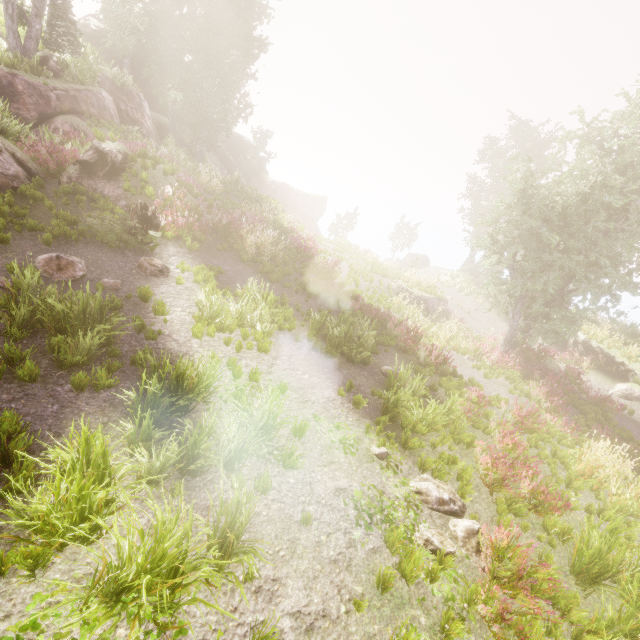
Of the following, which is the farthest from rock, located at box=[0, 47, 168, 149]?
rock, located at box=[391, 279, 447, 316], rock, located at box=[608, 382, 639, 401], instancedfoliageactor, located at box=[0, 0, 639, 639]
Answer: rock, located at box=[608, 382, 639, 401]

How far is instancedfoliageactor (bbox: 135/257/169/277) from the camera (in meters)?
8.59

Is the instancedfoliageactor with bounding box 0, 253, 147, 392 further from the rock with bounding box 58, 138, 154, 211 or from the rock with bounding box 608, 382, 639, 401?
the rock with bounding box 608, 382, 639, 401

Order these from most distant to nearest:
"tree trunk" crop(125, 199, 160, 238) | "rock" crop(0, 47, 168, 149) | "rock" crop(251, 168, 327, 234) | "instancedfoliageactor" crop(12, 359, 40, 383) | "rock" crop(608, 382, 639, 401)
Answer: "rock" crop(251, 168, 327, 234), "rock" crop(608, 382, 639, 401), "rock" crop(0, 47, 168, 149), "tree trunk" crop(125, 199, 160, 238), "instancedfoliageactor" crop(12, 359, 40, 383)

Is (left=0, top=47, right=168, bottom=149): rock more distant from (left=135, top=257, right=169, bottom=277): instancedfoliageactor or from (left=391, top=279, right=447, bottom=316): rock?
(left=391, top=279, right=447, bottom=316): rock

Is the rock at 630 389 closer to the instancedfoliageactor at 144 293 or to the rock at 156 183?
the instancedfoliageactor at 144 293

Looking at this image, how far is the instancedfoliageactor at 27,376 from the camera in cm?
440

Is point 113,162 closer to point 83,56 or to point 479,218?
point 83,56
